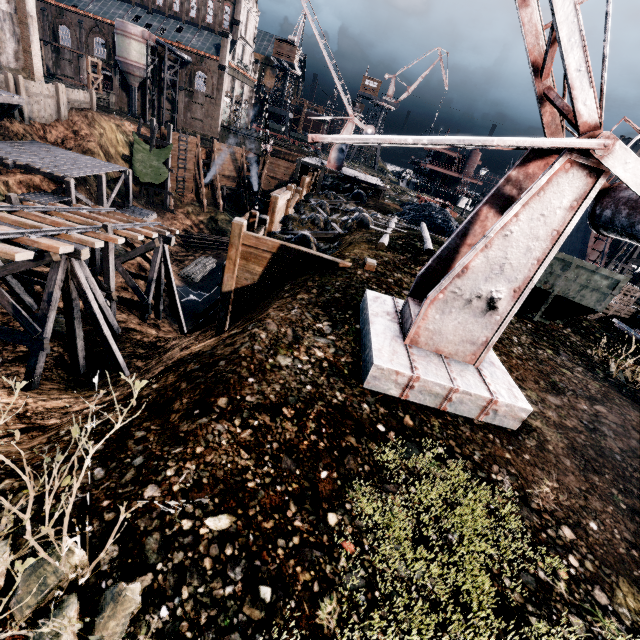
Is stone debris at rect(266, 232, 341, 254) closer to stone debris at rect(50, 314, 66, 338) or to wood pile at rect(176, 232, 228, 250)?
stone debris at rect(50, 314, 66, 338)

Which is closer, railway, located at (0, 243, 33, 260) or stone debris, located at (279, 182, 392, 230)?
railway, located at (0, 243, 33, 260)

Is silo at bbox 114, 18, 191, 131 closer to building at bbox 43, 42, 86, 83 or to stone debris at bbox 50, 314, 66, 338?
building at bbox 43, 42, 86, 83

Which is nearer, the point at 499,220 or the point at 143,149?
the point at 499,220

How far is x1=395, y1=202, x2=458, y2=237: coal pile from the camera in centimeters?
2236cm

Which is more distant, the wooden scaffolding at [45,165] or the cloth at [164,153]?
the cloth at [164,153]

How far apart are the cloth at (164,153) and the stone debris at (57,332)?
28.0m

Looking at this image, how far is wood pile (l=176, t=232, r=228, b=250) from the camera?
41.9 meters
